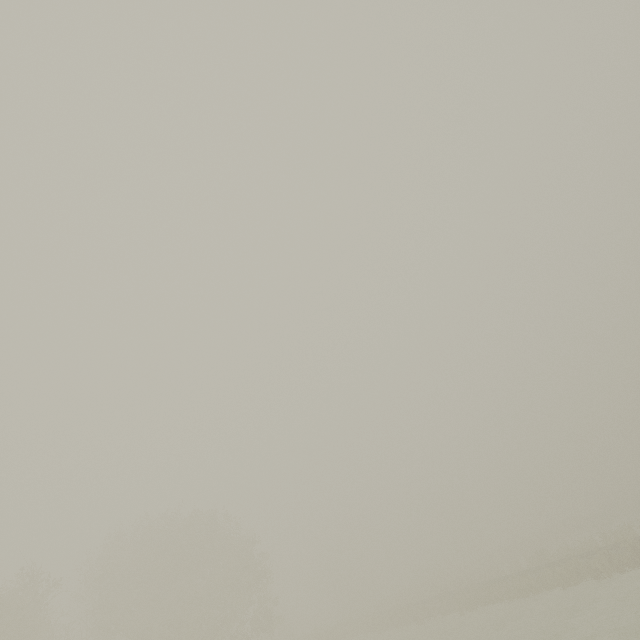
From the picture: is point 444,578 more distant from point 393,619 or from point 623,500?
point 623,500
